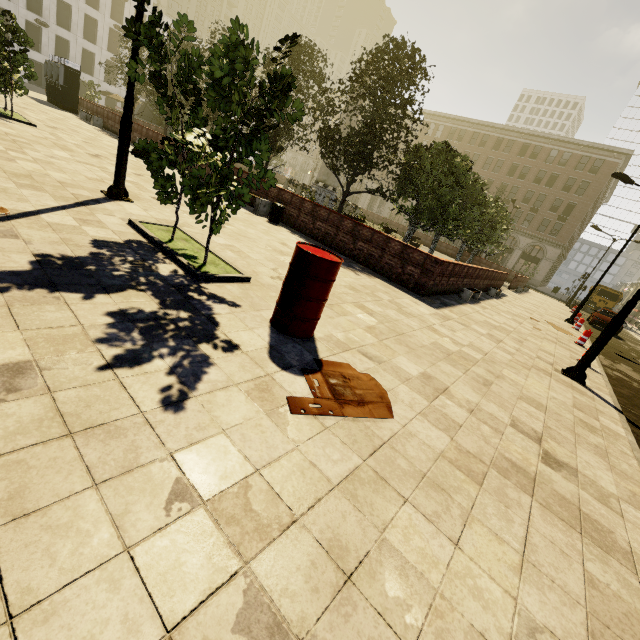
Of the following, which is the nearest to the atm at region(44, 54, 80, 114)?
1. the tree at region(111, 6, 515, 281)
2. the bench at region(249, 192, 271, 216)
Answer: the tree at region(111, 6, 515, 281)

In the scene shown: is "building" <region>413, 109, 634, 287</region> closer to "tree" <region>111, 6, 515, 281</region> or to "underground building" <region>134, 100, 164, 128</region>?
"tree" <region>111, 6, 515, 281</region>

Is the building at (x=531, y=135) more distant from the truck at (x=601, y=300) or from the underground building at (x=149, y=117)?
the underground building at (x=149, y=117)

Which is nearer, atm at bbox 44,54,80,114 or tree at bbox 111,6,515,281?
tree at bbox 111,6,515,281

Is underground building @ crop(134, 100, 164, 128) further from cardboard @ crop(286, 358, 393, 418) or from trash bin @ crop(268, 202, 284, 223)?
cardboard @ crop(286, 358, 393, 418)

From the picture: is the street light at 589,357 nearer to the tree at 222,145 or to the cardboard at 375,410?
the cardboard at 375,410

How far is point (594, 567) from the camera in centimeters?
255cm

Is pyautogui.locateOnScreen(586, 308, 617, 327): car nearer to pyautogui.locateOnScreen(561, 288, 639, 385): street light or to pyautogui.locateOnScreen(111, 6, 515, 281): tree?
pyautogui.locateOnScreen(111, 6, 515, 281): tree
